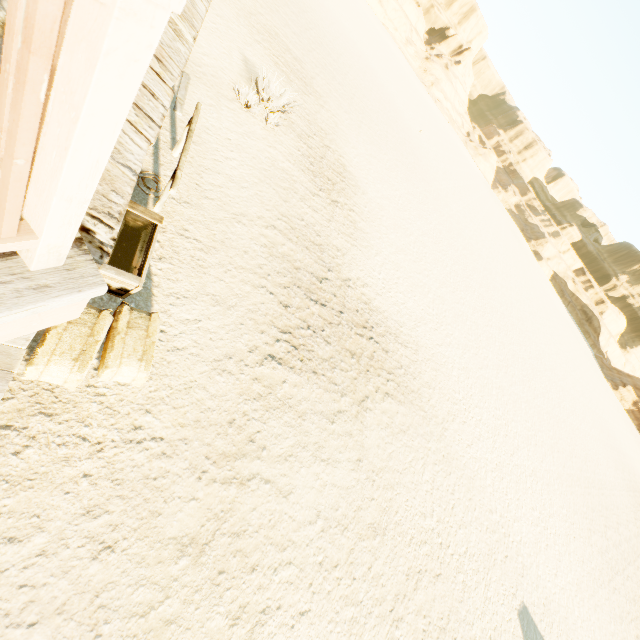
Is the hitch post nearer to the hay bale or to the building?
the building

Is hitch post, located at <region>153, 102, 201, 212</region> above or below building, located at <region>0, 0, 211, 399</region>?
below

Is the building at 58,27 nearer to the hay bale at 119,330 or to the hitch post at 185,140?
the hay bale at 119,330

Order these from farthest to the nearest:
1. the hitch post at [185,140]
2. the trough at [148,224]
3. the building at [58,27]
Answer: the hitch post at [185,140]
the trough at [148,224]
the building at [58,27]

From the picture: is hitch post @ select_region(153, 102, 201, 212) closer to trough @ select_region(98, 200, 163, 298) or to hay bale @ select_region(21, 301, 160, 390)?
trough @ select_region(98, 200, 163, 298)

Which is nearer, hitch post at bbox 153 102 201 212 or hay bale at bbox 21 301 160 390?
hay bale at bbox 21 301 160 390

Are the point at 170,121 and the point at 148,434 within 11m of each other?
yes
